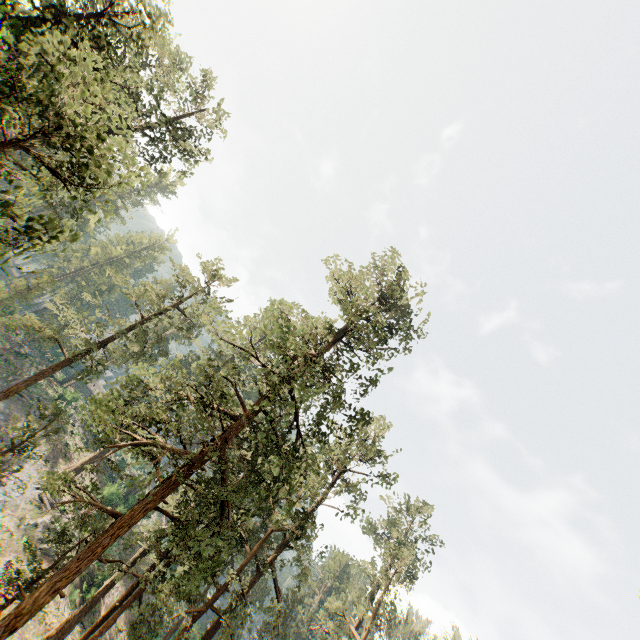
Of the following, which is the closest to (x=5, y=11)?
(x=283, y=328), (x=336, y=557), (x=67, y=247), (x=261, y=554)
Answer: (x=283, y=328)

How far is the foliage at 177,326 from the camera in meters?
27.1 m

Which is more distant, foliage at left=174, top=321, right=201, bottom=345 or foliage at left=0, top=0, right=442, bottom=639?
foliage at left=174, top=321, right=201, bottom=345

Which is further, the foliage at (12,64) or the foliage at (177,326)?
the foliage at (177,326)

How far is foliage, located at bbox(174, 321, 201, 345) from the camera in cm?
2708
